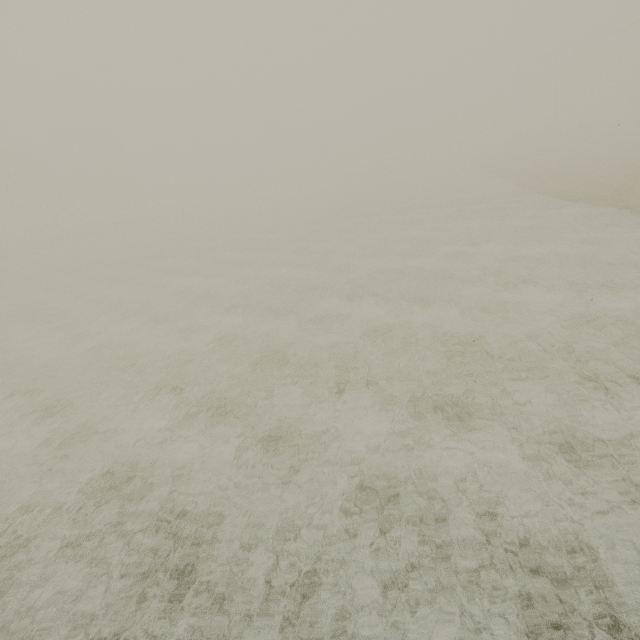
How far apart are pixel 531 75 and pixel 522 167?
42.2 meters
